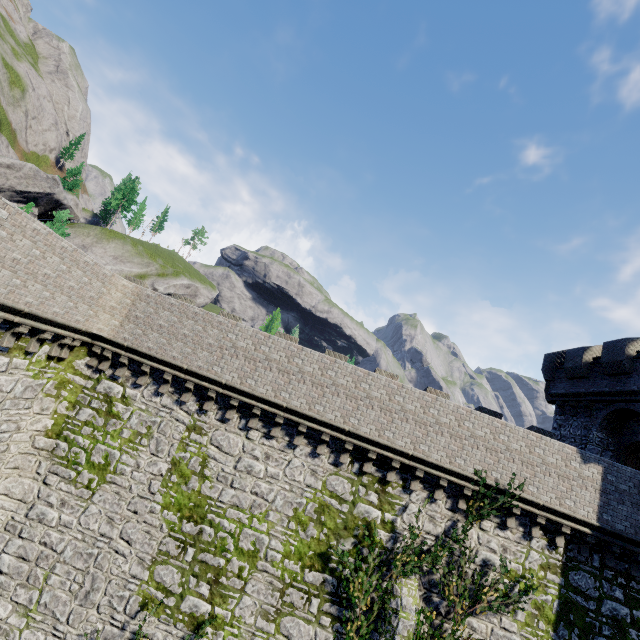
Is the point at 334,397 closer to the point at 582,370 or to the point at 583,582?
the point at 583,582
